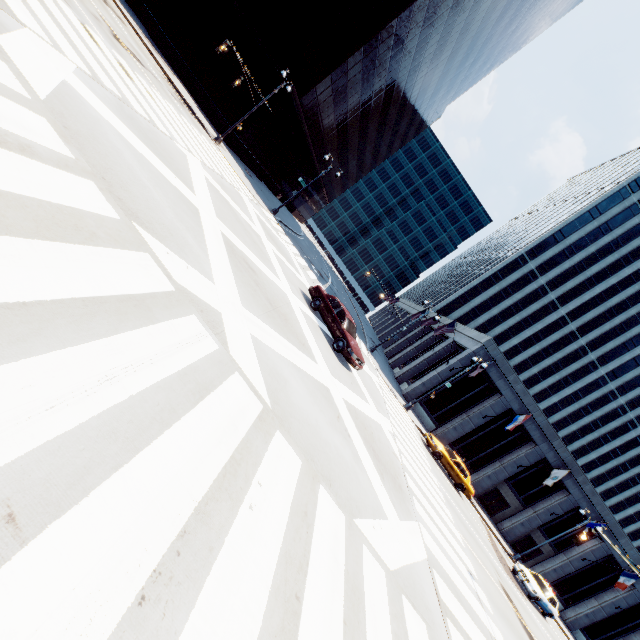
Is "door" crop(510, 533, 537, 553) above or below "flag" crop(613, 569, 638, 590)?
below

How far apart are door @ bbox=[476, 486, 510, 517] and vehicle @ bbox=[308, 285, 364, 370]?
26.7m

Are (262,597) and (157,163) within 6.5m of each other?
no

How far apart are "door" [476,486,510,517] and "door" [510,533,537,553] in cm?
347

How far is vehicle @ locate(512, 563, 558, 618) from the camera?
21.2m

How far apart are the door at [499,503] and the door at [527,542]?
3.5 meters

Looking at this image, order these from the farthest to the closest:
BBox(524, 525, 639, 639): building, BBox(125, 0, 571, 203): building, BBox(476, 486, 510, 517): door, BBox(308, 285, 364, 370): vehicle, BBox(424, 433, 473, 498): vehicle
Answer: BBox(476, 486, 510, 517): door, BBox(524, 525, 639, 639): building, BBox(125, 0, 571, 203): building, BBox(424, 433, 473, 498): vehicle, BBox(308, 285, 364, 370): vehicle

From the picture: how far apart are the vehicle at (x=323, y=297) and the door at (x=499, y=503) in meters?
26.7 m
